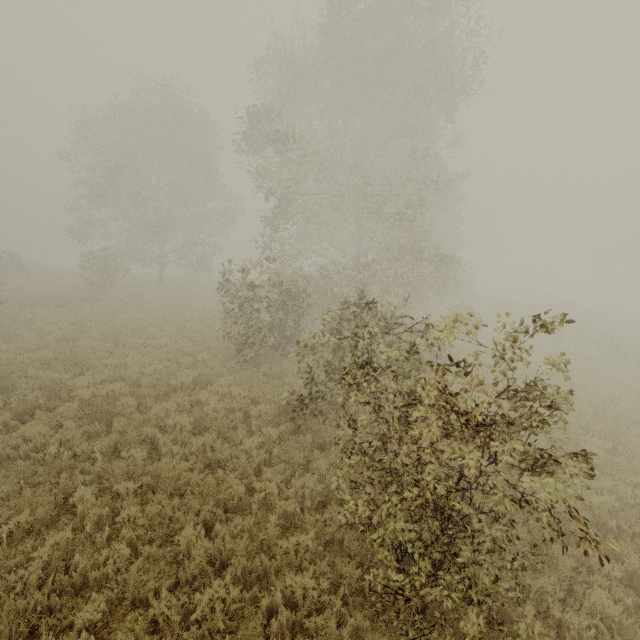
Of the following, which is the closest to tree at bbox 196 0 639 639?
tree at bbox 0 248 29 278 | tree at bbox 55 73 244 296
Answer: tree at bbox 0 248 29 278

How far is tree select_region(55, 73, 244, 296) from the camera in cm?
2161

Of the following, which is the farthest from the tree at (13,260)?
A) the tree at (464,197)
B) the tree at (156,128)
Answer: the tree at (156,128)

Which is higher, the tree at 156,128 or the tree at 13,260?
the tree at 156,128

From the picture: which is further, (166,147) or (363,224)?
(363,224)

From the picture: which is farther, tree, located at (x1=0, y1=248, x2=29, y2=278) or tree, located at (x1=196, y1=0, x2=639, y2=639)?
tree, located at (x1=0, y1=248, x2=29, y2=278)

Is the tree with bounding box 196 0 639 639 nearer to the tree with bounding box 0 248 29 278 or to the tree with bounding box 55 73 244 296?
the tree with bounding box 0 248 29 278
